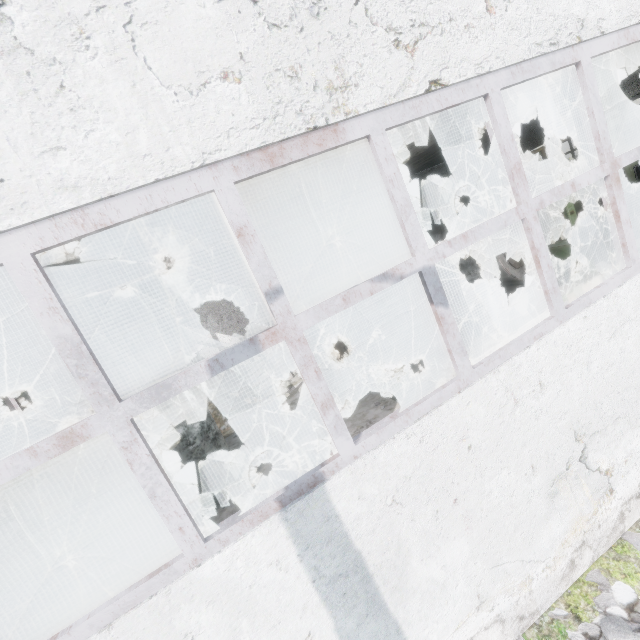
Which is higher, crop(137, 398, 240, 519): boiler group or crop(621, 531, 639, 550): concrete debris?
crop(137, 398, 240, 519): boiler group

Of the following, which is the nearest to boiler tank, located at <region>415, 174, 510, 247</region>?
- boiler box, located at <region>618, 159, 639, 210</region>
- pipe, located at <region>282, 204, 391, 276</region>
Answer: boiler box, located at <region>618, 159, 639, 210</region>

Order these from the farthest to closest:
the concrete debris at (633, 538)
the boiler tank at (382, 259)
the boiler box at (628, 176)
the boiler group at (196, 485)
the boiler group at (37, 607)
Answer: the boiler tank at (382, 259) < the boiler box at (628, 176) < the boiler group at (196, 485) < the concrete debris at (633, 538) < the boiler group at (37, 607)

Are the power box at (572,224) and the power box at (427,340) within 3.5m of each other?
no

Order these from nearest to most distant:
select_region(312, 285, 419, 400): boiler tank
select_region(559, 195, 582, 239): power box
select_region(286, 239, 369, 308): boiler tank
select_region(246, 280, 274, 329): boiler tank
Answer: select_region(312, 285, 419, 400): boiler tank
select_region(286, 239, 369, 308): boiler tank
select_region(559, 195, 582, 239): power box
select_region(246, 280, 274, 329): boiler tank

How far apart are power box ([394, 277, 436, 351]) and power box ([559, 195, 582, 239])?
7.23m

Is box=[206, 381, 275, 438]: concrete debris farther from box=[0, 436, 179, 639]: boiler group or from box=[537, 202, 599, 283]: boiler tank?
box=[537, 202, 599, 283]: boiler tank

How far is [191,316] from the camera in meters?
19.1 m
